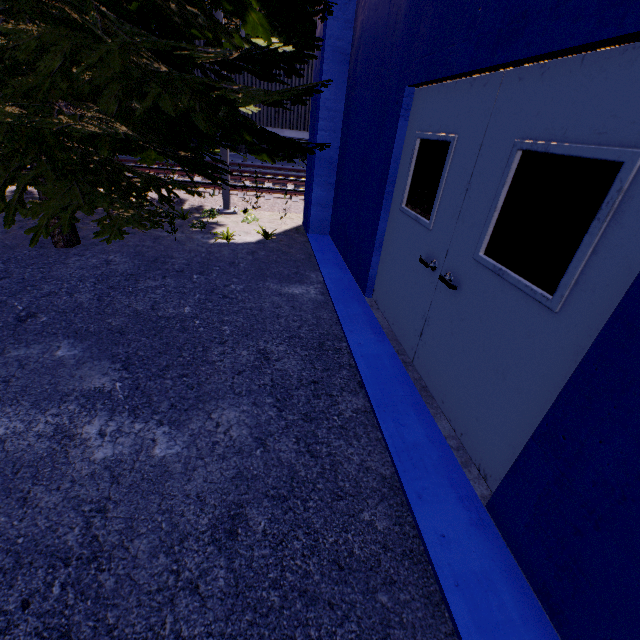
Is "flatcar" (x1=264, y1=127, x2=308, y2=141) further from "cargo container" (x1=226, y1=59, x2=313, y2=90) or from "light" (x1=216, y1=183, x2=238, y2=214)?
"light" (x1=216, y1=183, x2=238, y2=214)

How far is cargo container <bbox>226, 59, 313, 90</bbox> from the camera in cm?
1126

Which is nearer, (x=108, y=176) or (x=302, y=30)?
(x=108, y=176)

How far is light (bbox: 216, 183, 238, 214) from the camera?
7.8m

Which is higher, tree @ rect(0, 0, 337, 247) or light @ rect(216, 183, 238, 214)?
tree @ rect(0, 0, 337, 247)

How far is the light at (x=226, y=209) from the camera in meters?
7.8

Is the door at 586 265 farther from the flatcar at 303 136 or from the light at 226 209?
the flatcar at 303 136

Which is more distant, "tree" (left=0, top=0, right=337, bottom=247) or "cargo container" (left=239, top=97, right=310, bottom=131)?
"cargo container" (left=239, top=97, right=310, bottom=131)
